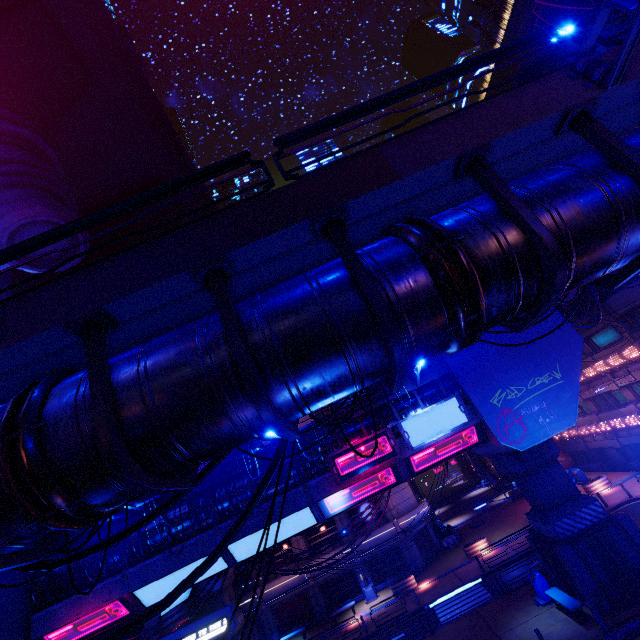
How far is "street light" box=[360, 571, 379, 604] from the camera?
29.2m

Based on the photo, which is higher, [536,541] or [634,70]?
[634,70]

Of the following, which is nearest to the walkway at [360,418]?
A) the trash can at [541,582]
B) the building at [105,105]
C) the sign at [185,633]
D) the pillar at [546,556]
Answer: the pillar at [546,556]

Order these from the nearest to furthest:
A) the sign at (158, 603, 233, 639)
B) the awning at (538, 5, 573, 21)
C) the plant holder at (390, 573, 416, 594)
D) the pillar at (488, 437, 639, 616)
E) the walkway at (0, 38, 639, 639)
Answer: the walkway at (0, 38, 639, 639), the awning at (538, 5, 573, 21), the sign at (158, 603, 233, 639), the pillar at (488, 437, 639, 616), the plant holder at (390, 573, 416, 594)

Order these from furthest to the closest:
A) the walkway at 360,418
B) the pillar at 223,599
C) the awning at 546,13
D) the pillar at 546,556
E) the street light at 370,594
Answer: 1. the street light at 370,594
2. the pillar at 223,599
3. the walkway at 360,418
4. the pillar at 546,556
5. the awning at 546,13

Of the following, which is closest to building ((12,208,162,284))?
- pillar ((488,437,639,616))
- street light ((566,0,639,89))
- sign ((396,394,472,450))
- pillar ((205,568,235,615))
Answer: pillar ((205,568,235,615))

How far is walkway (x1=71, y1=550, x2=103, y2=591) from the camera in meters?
16.4 m
